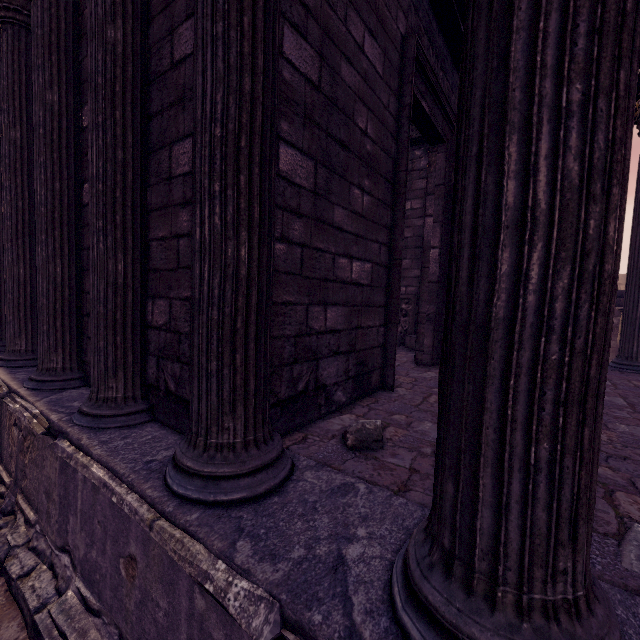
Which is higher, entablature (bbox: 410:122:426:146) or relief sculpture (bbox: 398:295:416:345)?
entablature (bbox: 410:122:426:146)

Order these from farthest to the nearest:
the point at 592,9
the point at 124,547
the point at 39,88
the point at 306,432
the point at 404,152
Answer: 1. the point at 404,152
2. the point at 39,88
3. the point at 306,432
4. the point at 124,547
5. the point at 592,9

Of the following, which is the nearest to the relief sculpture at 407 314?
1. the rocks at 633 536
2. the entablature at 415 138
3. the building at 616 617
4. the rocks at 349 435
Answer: the building at 616 617

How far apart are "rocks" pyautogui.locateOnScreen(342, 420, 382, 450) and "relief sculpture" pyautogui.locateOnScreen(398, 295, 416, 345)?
5.7m

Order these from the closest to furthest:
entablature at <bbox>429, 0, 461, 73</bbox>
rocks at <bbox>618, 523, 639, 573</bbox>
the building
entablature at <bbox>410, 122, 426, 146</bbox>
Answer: the building
rocks at <bbox>618, 523, 639, 573</bbox>
entablature at <bbox>429, 0, 461, 73</bbox>
entablature at <bbox>410, 122, 426, 146</bbox>

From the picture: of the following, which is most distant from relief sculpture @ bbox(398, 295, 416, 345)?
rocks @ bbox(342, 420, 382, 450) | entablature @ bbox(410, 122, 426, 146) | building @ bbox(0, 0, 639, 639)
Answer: rocks @ bbox(342, 420, 382, 450)

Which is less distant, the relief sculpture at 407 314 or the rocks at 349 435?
the rocks at 349 435

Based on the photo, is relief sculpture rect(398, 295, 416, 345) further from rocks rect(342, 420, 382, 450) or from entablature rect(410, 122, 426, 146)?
rocks rect(342, 420, 382, 450)
